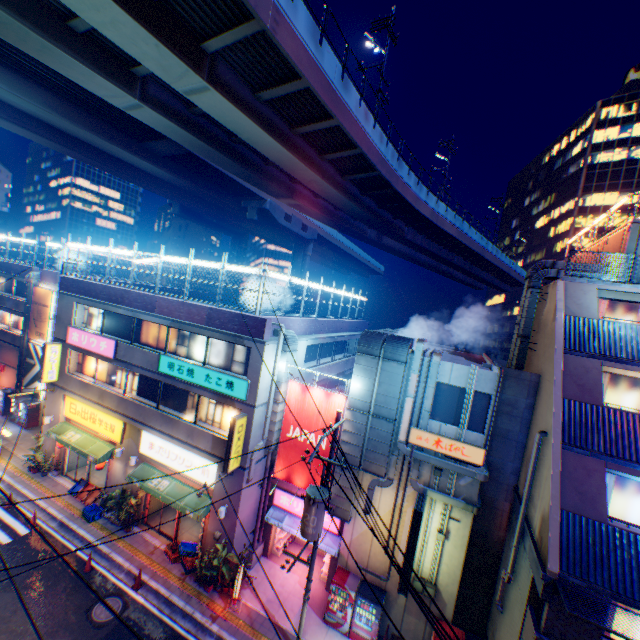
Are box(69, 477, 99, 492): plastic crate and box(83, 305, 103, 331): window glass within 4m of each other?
no

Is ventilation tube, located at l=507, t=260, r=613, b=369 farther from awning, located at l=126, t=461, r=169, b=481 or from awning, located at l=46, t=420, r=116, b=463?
awning, located at l=46, t=420, r=116, b=463

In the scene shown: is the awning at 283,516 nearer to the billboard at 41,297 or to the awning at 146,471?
the awning at 146,471

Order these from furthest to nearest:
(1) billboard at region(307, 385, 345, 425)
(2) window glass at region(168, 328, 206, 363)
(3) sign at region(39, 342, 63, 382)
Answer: (3) sign at region(39, 342, 63, 382)
(2) window glass at region(168, 328, 206, 363)
(1) billboard at region(307, 385, 345, 425)

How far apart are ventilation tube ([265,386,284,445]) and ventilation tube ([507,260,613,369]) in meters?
11.0

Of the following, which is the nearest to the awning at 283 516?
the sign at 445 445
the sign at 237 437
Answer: the sign at 237 437

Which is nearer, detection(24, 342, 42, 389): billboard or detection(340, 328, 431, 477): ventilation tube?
detection(340, 328, 431, 477): ventilation tube

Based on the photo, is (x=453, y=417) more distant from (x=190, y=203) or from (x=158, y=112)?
(x=190, y=203)
